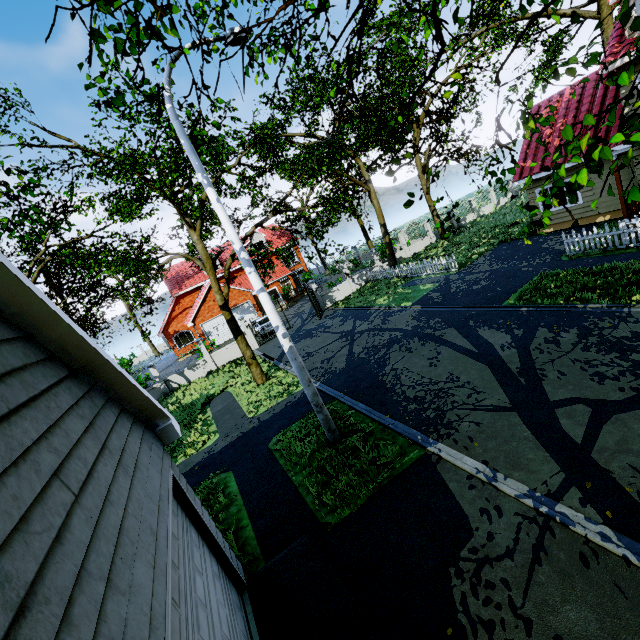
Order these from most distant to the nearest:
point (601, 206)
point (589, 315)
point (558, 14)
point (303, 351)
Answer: point (558, 14) < point (303, 351) < point (601, 206) < point (589, 315)

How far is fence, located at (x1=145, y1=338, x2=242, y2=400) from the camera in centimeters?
2106cm

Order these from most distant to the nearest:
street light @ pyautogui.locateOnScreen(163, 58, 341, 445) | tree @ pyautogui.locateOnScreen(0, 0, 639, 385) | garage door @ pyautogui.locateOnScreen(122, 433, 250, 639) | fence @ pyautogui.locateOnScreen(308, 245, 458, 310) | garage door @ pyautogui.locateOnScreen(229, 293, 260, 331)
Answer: garage door @ pyautogui.locateOnScreen(229, 293, 260, 331)
fence @ pyautogui.locateOnScreen(308, 245, 458, 310)
street light @ pyautogui.locateOnScreen(163, 58, 341, 445)
tree @ pyautogui.locateOnScreen(0, 0, 639, 385)
garage door @ pyautogui.locateOnScreen(122, 433, 250, 639)

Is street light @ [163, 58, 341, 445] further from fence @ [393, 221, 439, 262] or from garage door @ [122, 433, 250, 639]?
fence @ [393, 221, 439, 262]

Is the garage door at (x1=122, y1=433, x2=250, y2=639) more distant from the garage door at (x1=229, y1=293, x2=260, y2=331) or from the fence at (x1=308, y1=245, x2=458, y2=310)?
the garage door at (x1=229, y1=293, x2=260, y2=331)

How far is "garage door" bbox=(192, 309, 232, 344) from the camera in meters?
29.3 m

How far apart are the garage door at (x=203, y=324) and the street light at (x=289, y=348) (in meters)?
23.13

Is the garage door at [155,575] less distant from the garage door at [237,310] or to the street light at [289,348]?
the street light at [289,348]
